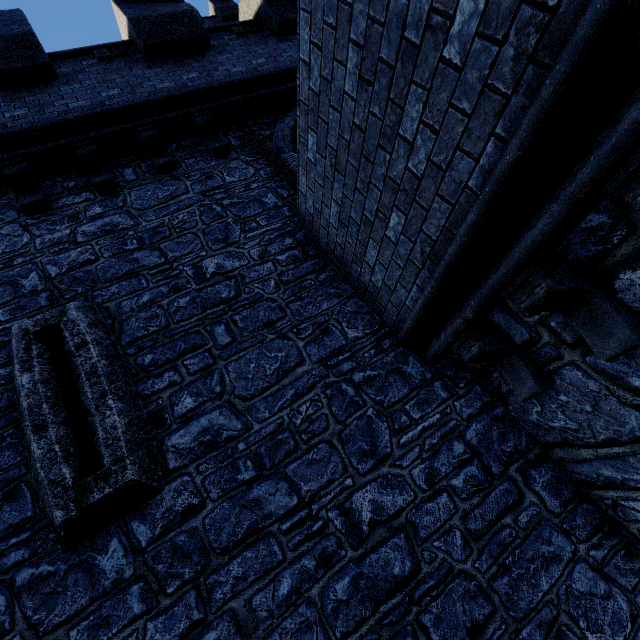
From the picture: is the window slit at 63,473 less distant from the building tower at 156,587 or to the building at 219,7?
the building tower at 156,587

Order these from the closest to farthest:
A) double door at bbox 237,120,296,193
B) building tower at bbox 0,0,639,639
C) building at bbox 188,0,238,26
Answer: building tower at bbox 0,0,639,639, double door at bbox 237,120,296,193, building at bbox 188,0,238,26

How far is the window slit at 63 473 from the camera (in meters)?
2.87

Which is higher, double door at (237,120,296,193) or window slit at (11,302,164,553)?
double door at (237,120,296,193)

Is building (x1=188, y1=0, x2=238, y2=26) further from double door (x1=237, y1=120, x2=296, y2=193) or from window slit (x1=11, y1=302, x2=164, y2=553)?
window slit (x1=11, y1=302, x2=164, y2=553)

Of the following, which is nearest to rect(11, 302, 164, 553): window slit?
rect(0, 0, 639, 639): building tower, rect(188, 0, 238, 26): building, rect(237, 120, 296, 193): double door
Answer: rect(0, 0, 639, 639): building tower

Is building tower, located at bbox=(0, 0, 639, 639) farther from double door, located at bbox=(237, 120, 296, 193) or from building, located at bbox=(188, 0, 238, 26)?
building, located at bbox=(188, 0, 238, 26)

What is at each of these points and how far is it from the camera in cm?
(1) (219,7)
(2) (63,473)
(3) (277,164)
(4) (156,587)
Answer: (1) building, 1883
(2) window slit, 293
(3) double door, 556
(4) building tower, 274
